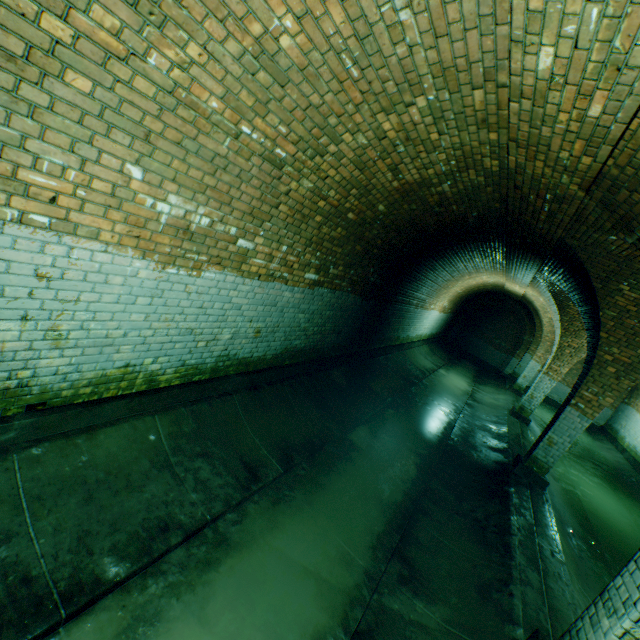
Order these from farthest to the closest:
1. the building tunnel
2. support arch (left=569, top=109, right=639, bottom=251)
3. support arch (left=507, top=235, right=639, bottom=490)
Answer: support arch (left=507, top=235, right=639, bottom=490), support arch (left=569, top=109, right=639, bottom=251), the building tunnel

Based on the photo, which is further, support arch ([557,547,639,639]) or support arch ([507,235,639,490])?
support arch ([507,235,639,490])

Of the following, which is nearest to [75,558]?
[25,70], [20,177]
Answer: [20,177]

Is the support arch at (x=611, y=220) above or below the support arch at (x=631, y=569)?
above

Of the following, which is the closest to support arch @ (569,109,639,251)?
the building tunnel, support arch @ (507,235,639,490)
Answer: the building tunnel

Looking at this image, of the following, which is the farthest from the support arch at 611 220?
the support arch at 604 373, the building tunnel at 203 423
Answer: the support arch at 604 373

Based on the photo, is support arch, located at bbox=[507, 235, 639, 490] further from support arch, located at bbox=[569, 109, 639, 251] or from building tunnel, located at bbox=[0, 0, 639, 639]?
support arch, located at bbox=[569, 109, 639, 251]
